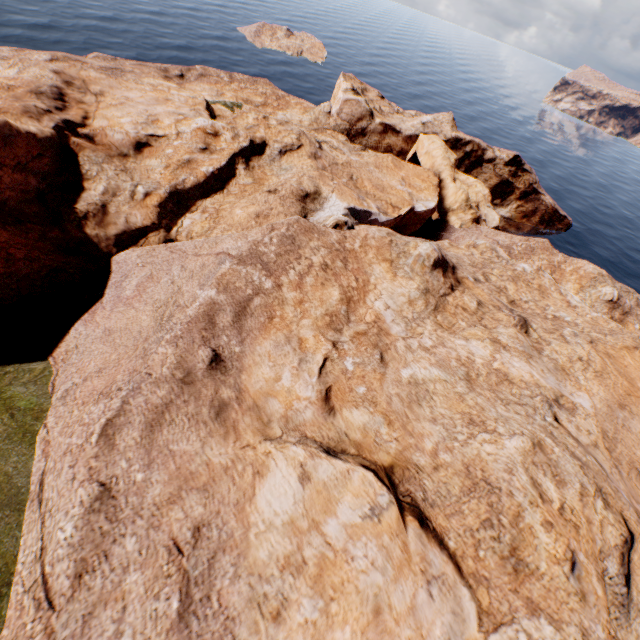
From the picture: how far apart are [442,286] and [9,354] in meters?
27.6 m
